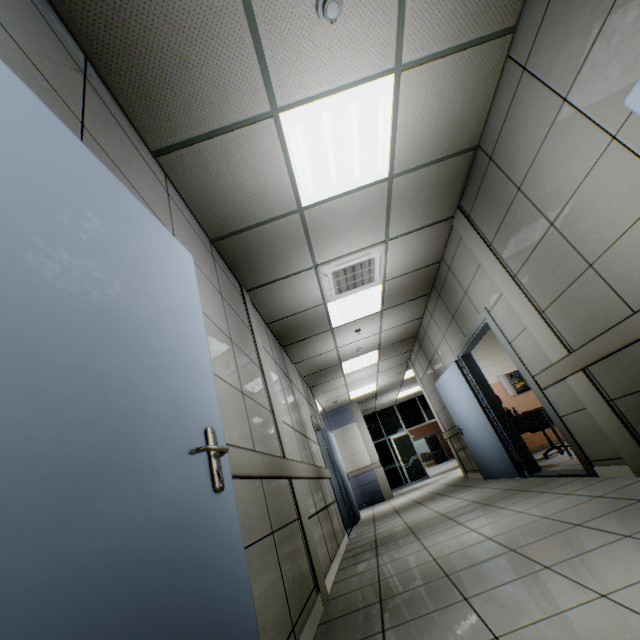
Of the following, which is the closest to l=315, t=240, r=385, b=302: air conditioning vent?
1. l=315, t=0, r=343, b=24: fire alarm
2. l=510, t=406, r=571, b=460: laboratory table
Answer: l=315, t=0, r=343, b=24: fire alarm

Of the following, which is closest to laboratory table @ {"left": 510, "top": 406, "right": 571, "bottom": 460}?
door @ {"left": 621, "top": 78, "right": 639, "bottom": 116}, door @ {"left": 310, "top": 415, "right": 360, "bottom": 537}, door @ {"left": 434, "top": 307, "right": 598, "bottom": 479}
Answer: door @ {"left": 434, "top": 307, "right": 598, "bottom": 479}

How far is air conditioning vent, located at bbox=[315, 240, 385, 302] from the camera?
4.2 meters

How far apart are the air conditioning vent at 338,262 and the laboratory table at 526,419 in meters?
3.2 m

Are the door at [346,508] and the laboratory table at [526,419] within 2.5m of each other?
no

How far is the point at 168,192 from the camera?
2.51m

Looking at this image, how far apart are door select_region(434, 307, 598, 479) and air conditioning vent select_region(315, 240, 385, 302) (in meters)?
1.47

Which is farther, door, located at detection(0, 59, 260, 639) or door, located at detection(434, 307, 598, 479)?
door, located at detection(434, 307, 598, 479)
